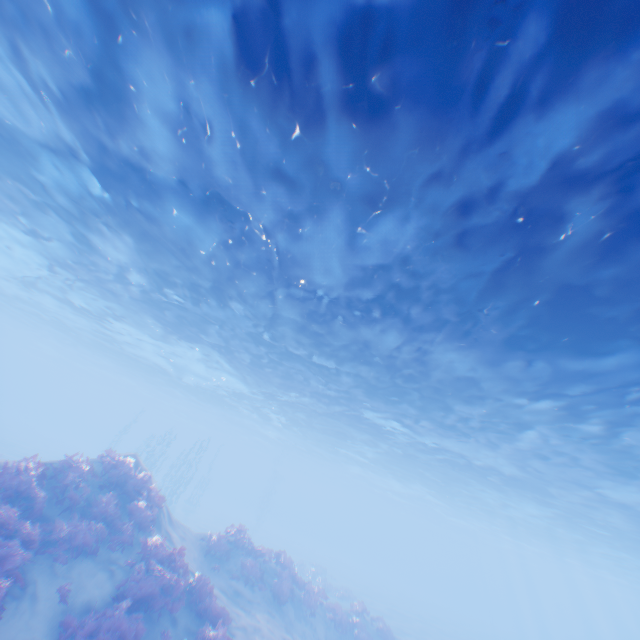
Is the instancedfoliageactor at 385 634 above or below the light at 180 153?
below

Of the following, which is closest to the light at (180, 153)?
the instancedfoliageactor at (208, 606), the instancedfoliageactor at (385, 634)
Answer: the instancedfoliageactor at (385, 634)

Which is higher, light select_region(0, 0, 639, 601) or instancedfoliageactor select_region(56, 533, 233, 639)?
light select_region(0, 0, 639, 601)

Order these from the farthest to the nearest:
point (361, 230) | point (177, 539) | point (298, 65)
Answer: point (177, 539), point (361, 230), point (298, 65)

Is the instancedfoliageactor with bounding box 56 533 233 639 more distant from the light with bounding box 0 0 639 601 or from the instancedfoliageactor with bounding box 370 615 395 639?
the light with bounding box 0 0 639 601

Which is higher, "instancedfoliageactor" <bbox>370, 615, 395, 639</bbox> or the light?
the light

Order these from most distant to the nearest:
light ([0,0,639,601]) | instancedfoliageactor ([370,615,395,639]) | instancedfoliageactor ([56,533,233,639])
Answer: instancedfoliageactor ([370,615,395,639]) → instancedfoliageactor ([56,533,233,639]) → light ([0,0,639,601])
